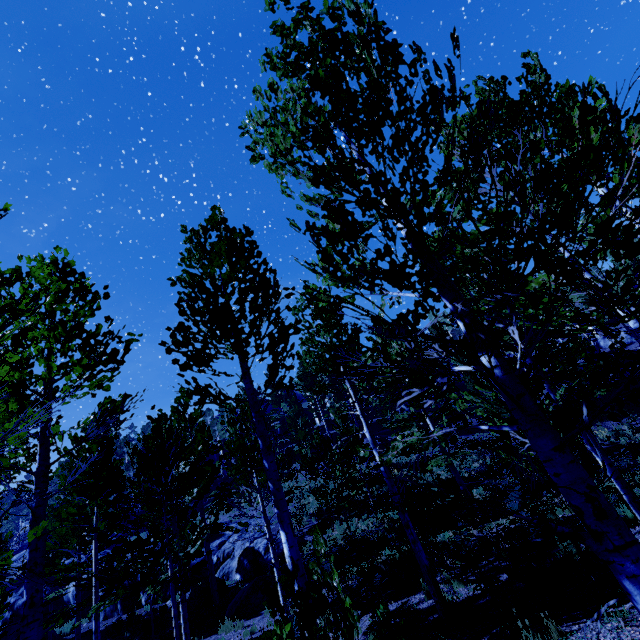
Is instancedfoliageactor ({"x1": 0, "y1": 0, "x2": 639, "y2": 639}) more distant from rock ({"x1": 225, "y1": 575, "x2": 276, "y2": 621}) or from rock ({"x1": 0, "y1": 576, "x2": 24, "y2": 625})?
rock ({"x1": 225, "y1": 575, "x2": 276, "y2": 621})

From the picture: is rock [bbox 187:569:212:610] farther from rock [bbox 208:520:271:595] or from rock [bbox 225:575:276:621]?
rock [bbox 225:575:276:621]

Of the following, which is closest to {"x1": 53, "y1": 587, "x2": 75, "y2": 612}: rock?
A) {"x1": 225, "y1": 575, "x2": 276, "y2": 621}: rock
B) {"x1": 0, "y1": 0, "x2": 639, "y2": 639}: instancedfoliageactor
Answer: {"x1": 0, "y1": 0, "x2": 639, "y2": 639}: instancedfoliageactor

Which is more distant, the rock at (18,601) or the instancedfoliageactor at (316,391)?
the rock at (18,601)

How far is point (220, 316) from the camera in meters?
4.8 m

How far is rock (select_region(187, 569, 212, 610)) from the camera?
16.06m

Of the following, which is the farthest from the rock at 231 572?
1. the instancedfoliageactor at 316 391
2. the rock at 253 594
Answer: the rock at 253 594

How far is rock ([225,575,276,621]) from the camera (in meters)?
13.23
